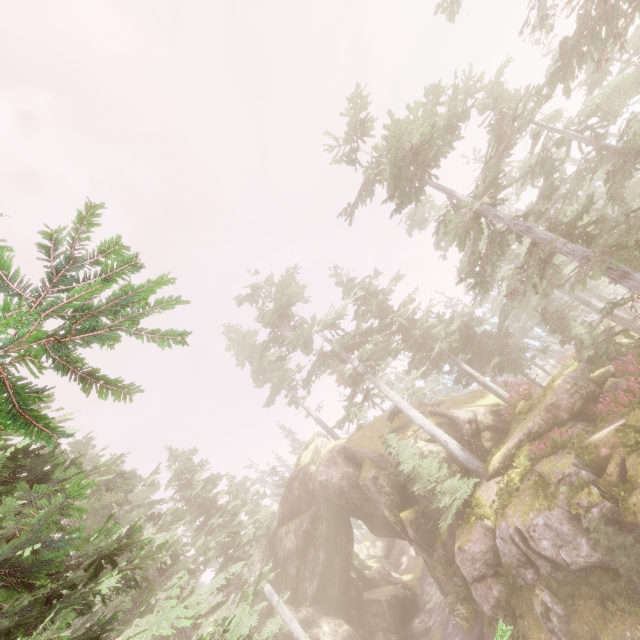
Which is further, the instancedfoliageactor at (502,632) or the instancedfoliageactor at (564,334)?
the instancedfoliageactor at (564,334)

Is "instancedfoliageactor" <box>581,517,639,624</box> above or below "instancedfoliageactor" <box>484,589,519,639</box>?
below

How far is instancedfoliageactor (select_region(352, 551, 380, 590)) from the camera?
33.3m

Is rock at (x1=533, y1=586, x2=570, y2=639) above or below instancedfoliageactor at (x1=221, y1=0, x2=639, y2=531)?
below

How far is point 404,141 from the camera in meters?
12.9

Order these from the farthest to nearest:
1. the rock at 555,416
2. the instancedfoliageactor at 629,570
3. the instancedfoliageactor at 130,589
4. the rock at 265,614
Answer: the rock at 265,614, the rock at 555,416, the instancedfoliageactor at 629,570, the instancedfoliageactor at 130,589

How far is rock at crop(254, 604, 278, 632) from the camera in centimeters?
2480cm
